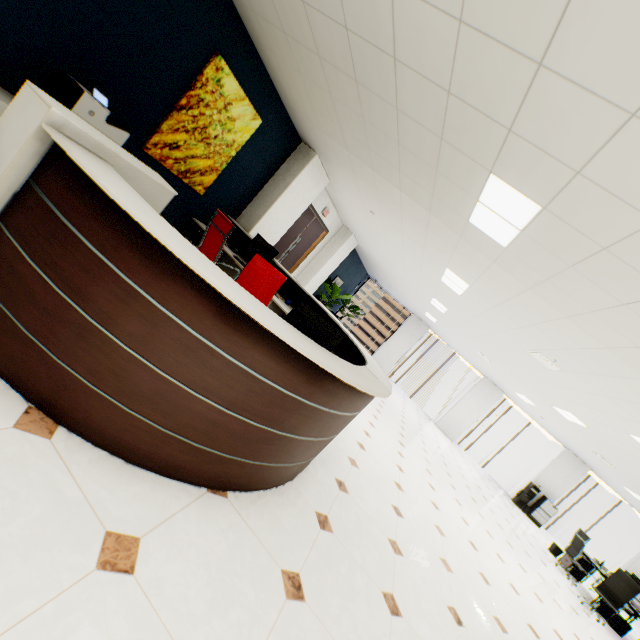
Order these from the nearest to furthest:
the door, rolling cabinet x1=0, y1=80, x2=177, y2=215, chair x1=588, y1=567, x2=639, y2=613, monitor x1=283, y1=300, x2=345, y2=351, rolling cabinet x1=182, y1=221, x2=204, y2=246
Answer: rolling cabinet x1=0, y1=80, x2=177, y2=215 → monitor x1=283, y1=300, x2=345, y2=351 → rolling cabinet x1=182, y1=221, x2=204, y2=246 → chair x1=588, y1=567, x2=639, y2=613 → the door

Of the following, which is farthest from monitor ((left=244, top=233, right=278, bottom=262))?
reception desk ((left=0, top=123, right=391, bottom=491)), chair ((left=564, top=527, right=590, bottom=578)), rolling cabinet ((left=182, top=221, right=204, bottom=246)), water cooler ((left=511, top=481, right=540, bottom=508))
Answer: water cooler ((left=511, top=481, right=540, bottom=508))

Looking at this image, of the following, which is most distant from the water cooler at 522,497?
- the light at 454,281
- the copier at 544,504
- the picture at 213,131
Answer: the picture at 213,131

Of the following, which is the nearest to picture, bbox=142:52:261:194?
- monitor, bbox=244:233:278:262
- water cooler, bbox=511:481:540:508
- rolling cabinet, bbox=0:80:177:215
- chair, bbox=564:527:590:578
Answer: monitor, bbox=244:233:278:262

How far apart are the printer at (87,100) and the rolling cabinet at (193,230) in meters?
1.9 m

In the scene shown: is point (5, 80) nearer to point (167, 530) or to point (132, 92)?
point (132, 92)

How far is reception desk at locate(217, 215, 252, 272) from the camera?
5.2m

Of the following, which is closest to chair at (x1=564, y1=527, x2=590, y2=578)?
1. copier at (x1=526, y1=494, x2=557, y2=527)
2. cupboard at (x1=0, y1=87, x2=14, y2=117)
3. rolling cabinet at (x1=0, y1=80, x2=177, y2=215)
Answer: copier at (x1=526, y1=494, x2=557, y2=527)
